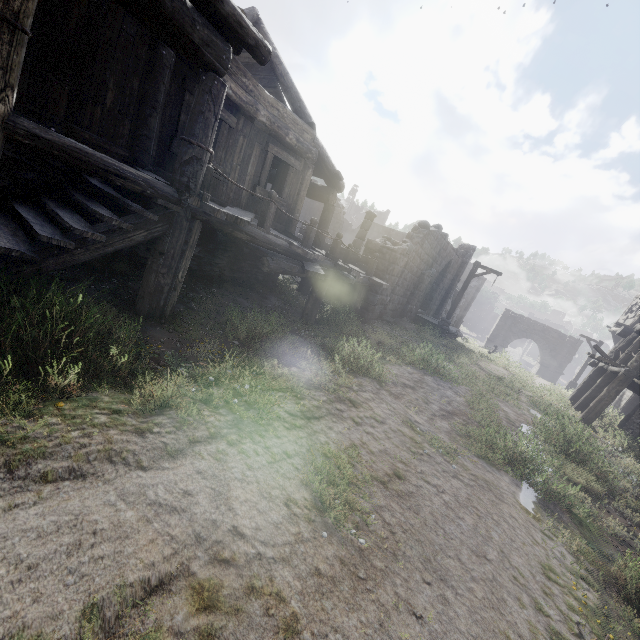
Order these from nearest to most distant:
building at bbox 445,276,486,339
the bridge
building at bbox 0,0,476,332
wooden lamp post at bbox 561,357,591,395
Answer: building at bbox 0,0,476,332
the bridge
building at bbox 445,276,486,339
wooden lamp post at bbox 561,357,591,395

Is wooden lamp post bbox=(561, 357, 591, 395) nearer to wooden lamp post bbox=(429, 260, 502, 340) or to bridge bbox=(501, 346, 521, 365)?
wooden lamp post bbox=(429, 260, 502, 340)

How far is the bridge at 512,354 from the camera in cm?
2152

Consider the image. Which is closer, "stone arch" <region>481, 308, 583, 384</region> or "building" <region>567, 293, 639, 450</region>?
"building" <region>567, 293, 639, 450</region>

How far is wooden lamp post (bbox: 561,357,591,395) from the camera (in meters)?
22.82

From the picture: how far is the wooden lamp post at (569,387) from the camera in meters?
22.8

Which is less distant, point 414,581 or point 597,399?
point 414,581

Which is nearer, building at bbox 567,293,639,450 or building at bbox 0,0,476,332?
building at bbox 0,0,476,332
